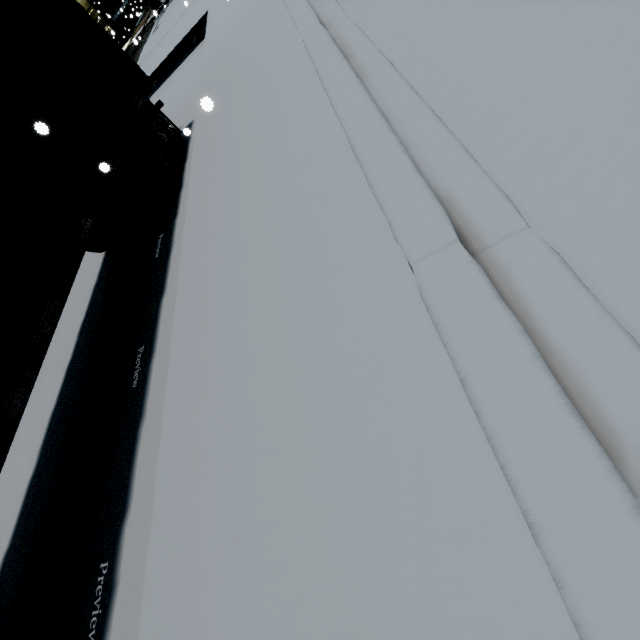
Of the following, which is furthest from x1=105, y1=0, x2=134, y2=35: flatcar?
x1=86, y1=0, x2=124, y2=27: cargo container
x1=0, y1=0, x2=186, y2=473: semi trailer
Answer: x1=0, y1=0, x2=186, y2=473: semi trailer

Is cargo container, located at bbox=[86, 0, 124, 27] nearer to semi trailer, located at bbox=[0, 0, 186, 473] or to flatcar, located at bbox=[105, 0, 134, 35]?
flatcar, located at bbox=[105, 0, 134, 35]

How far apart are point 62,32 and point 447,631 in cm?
919

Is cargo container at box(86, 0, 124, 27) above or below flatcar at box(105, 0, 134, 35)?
above

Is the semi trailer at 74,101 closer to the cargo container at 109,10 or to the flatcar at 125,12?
the cargo container at 109,10

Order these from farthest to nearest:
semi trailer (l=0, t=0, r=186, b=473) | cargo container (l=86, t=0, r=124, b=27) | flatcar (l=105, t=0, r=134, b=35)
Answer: flatcar (l=105, t=0, r=134, b=35), cargo container (l=86, t=0, r=124, b=27), semi trailer (l=0, t=0, r=186, b=473)
